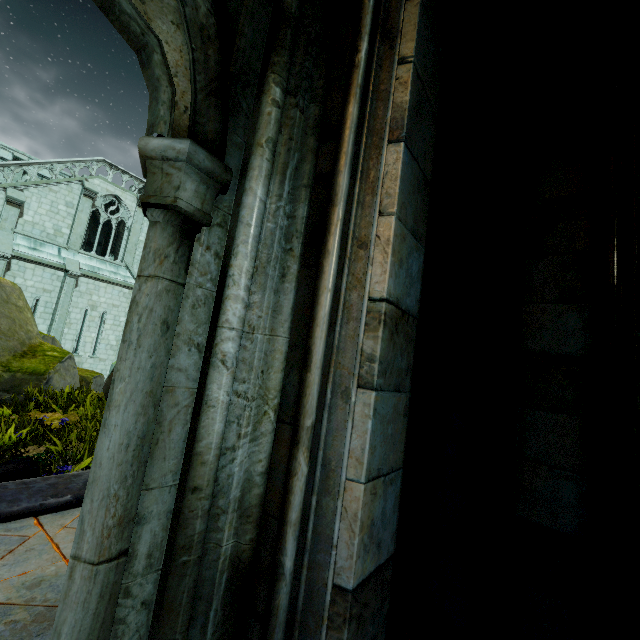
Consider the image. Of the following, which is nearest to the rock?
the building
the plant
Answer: the building

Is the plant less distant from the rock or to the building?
the rock

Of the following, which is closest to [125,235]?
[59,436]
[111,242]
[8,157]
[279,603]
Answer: [111,242]

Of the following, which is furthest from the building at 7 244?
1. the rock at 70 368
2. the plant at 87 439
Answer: the plant at 87 439

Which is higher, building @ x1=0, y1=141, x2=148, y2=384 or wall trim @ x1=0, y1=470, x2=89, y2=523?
building @ x1=0, y1=141, x2=148, y2=384

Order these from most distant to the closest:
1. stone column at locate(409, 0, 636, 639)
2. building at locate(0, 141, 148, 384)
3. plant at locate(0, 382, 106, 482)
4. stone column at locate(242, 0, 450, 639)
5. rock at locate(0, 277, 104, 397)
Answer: building at locate(0, 141, 148, 384)
rock at locate(0, 277, 104, 397)
plant at locate(0, 382, 106, 482)
stone column at locate(409, 0, 636, 639)
stone column at locate(242, 0, 450, 639)

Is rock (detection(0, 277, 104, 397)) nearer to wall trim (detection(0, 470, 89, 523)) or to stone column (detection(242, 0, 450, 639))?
wall trim (detection(0, 470, 89, 523))

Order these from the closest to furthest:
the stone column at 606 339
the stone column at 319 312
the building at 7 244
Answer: the stone column at 319 312, the stone column at 606 339, the building at 7 244
